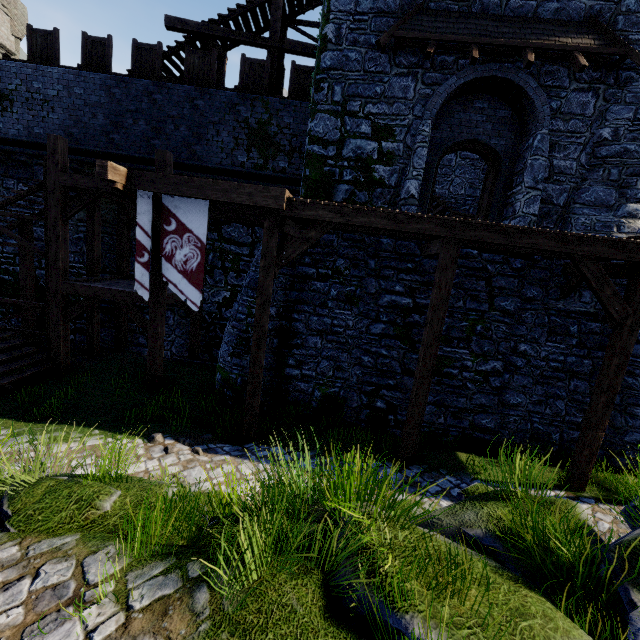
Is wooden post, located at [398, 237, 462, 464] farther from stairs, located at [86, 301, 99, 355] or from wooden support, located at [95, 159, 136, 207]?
stairs, located at [86, 301, 99, 355]

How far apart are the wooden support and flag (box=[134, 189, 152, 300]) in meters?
0.3 m

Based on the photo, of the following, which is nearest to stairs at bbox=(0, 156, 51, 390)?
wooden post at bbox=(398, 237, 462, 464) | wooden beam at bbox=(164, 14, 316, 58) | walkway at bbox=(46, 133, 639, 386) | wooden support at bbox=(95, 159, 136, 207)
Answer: walkway at bbox=(46, 133, 639, 386)

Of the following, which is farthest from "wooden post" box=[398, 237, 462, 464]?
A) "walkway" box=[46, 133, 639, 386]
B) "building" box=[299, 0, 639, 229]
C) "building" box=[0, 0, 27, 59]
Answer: "building" box=[0, 0, 27, 59]

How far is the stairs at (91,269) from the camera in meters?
10.9

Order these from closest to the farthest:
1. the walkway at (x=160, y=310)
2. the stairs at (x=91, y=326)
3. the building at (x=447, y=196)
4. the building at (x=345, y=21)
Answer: the walkway at (x=160, y=310) → the building at (x=345, y=21) → the stairs at (x=91, y=326) → the building at (x=447, y=196)

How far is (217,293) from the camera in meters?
13.1

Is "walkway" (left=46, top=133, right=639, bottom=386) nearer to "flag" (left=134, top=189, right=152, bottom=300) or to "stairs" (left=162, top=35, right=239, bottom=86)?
"flag" (left=134, top=189, right=152, bottom=300)
